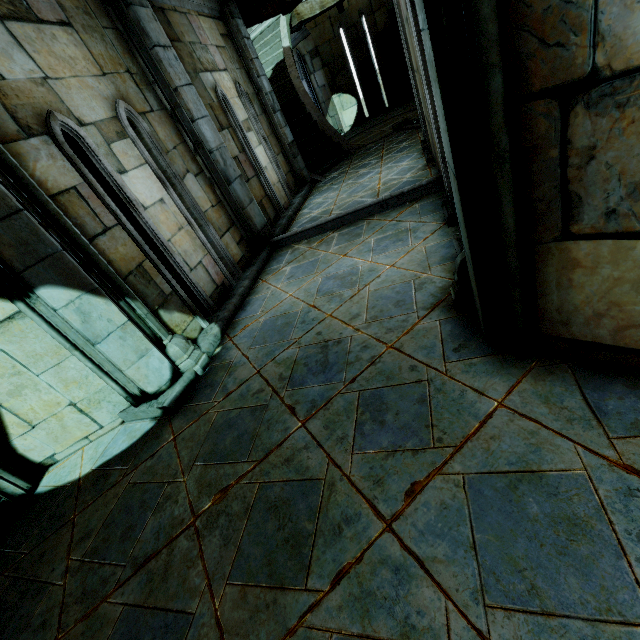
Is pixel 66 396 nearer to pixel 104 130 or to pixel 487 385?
pixel 104 130

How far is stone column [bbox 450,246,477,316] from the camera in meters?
2.4

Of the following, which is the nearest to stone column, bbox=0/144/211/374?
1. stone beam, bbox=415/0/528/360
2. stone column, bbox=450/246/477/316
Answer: stone beam, bbox=415/0/528/360

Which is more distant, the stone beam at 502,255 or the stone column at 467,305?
the stone column at 467,305

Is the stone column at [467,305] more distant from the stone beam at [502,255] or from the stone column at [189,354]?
the stone column at [189,354]

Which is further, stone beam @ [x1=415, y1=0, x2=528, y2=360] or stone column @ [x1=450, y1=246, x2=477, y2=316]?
stone column @ [x1=450, y1=246, x2=477, y2=316]

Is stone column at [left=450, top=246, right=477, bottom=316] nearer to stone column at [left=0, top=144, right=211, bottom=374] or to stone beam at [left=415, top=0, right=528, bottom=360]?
stone beam at [left=415, top=0, right=528, bottom=360]
